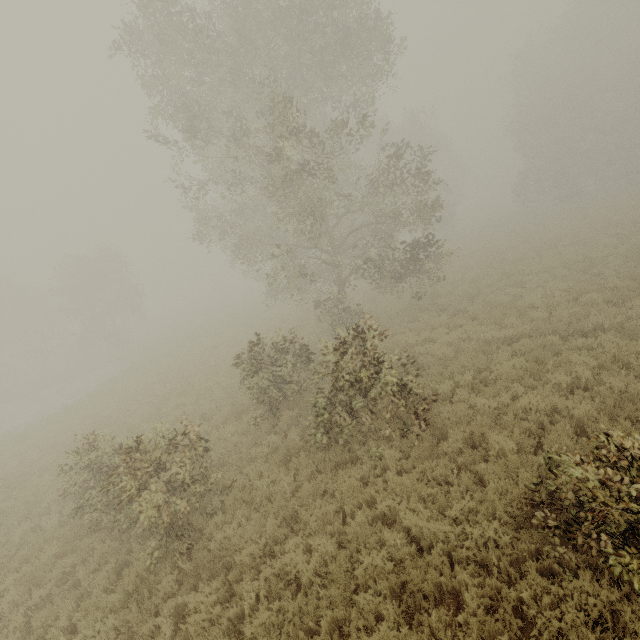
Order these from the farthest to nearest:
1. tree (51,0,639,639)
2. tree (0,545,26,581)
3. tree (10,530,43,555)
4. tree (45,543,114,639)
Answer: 1. tree (10,530,43,555)
2. tree (0,545,26,581)
3. tree (45,543,114,639)
4. tree (51,0,639,639)

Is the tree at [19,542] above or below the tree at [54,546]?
below

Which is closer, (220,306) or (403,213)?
(403,213)

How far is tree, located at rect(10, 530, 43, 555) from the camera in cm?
845

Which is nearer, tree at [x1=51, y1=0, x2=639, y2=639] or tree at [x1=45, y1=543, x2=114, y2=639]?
tree at [x1=51, y1=0, x2=639, y2=639]

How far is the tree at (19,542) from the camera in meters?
8.4

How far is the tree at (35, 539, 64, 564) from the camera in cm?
771
